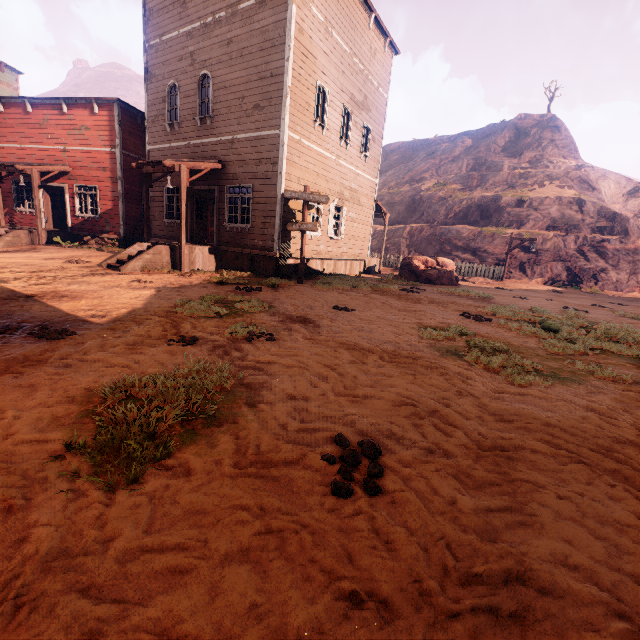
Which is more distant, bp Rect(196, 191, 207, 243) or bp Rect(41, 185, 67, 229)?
bp Rect(41, 185, 67, 229)

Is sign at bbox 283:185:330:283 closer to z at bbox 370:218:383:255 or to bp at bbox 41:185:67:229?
z at bbox 370:218:383:255

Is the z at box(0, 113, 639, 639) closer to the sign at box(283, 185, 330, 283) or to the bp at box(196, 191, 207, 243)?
the sign at box(283, 185, 330, 283)

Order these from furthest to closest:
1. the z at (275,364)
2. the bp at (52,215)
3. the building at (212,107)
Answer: the bp at (52,215) < the building at (212,107) < the z at (275,364)

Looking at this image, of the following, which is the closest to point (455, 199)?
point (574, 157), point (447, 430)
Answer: point (574, 157)

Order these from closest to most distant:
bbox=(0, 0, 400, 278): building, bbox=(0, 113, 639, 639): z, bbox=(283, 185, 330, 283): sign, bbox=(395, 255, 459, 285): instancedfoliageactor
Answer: bbox=(0, 113, 639, 639): z, bbox=(283, 185, 330, 283): sign, bbox=(0, 0, 400, 278): building, bbox=(395, 255, 459, 285): instancedfoliageactor

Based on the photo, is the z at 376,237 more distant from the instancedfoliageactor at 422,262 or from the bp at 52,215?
the bp at 52,215

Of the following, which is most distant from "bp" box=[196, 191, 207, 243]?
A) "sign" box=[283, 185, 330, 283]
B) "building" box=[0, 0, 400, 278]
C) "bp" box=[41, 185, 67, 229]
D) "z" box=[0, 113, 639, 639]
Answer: "bp" box=[41, 185, 67, 229]
